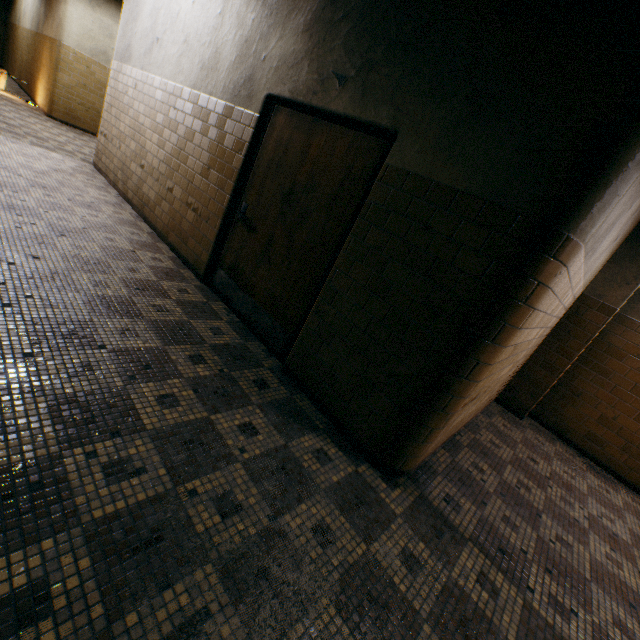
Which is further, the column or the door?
the column

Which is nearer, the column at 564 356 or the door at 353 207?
the door at 353 207

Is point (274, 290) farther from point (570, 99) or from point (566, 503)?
point (566, 503)

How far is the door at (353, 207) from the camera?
2.70m

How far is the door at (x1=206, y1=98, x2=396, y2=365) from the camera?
2.7 meters
